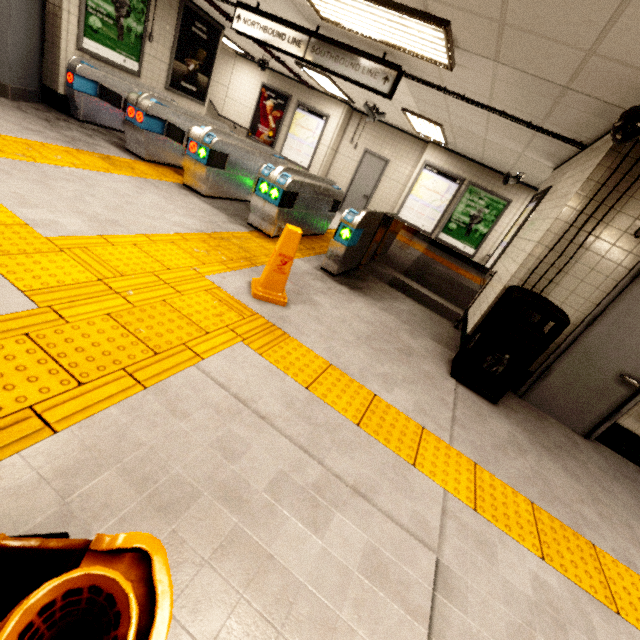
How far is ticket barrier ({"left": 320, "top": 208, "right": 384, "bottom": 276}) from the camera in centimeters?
451cm

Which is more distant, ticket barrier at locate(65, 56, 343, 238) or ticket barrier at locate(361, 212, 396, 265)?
ticket barrier at locate(361, 212, 396, 265)

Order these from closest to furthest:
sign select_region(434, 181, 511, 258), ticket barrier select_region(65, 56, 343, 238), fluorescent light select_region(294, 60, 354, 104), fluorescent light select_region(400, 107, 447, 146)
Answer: ticket barrier select_region(65, 56, 343, 238), fluorescent light select_region(400, 107, 447, 146), fluorescent light select_region(294, 60, 354, 104), sign select_region(434, 181, 511, 258)

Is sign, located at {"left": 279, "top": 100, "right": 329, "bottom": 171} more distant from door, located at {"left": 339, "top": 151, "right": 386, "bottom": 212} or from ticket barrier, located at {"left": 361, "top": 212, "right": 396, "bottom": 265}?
ticket barrier, located at {"left": 361, "top": 212, "right": 396, "bottom": 265}

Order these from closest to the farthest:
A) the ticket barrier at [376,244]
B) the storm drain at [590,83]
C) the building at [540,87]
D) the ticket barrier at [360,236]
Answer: the storm drain at [590,83] < the building at [540,87] < the ticket barrier at [360,236] < the ticket barrier at [376,244]

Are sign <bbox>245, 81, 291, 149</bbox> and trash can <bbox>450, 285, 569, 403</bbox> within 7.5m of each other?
no

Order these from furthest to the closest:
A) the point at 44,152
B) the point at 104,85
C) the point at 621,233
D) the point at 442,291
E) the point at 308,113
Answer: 1. the point at 308,113
2. the point at 442,291
3. the point at 104,85
4. the point at 44,152
5. the point at 621,233

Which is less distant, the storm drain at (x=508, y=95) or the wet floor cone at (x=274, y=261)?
the wet floor cone at (x=274, y=261)
